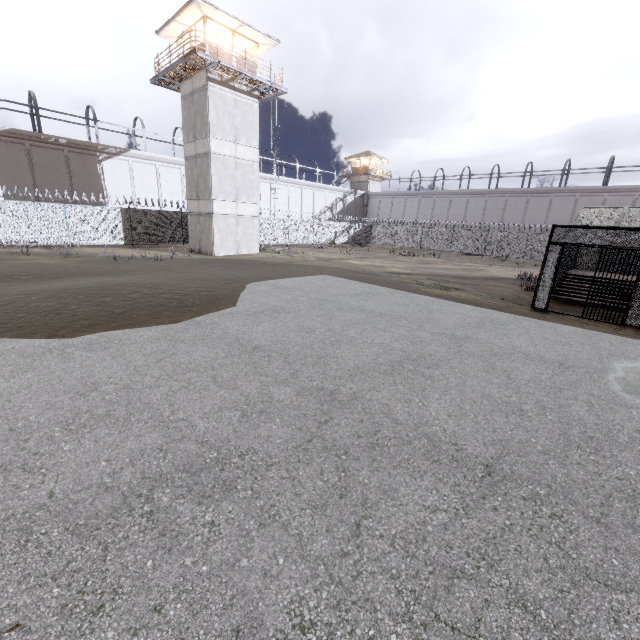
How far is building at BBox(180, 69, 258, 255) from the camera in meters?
21.8

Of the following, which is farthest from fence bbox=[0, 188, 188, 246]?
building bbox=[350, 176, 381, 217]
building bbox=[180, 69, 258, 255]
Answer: building bbox=[350, 176, 381, 217]

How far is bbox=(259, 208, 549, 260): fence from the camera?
33.8m

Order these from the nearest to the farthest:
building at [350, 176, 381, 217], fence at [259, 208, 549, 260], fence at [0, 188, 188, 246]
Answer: fence at [0, 188, 188, 246] < fence at [259, 208, 549, 260] < building at [350, 176, 381, 217]

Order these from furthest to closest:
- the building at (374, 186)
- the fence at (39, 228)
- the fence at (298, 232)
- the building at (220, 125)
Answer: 1. the building at (374, 186)
2. the fence at (298, 232)
3. the building at (220, 125)
4. the fence at (39, 228)

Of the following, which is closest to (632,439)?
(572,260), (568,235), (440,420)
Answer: (440,420)

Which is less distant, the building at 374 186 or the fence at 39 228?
the fence at 39 228

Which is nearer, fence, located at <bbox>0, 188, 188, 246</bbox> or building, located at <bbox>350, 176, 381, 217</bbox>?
fence, located at <bbox>0, 188, 188, 246</bbox>
